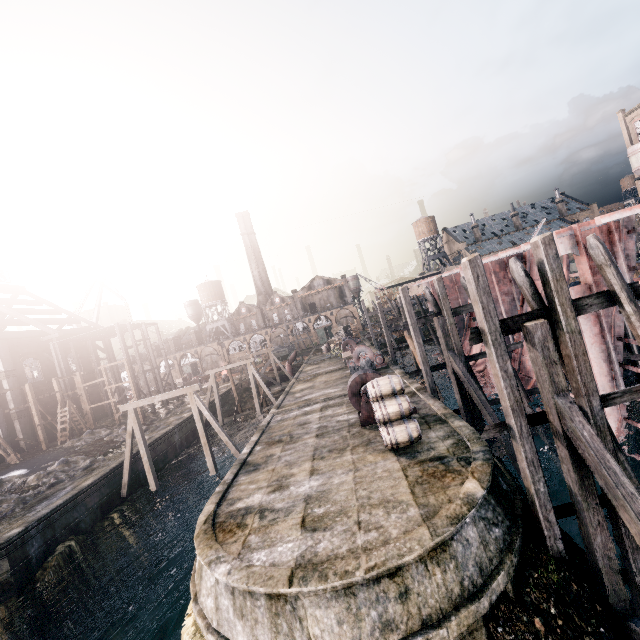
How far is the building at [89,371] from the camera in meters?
44.5 m

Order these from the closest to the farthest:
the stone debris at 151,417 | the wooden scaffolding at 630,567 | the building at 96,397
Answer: the wooden scaffolding at 630,567 < the stone debris at 151,417 < the building at 96,397

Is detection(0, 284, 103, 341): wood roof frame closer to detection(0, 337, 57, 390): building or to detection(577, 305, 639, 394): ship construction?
detection(0, 337, 57, 390): building

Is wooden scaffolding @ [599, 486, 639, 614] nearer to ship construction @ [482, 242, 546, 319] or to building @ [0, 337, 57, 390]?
ship construction @ [482, 242, 546, 319]

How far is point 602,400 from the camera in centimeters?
909cm

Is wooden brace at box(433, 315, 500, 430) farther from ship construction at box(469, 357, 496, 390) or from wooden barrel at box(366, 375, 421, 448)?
wooden barrel at box(366, 375, 421, 448)

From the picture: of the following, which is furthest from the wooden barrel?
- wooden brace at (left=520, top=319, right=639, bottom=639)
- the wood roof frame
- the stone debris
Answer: the wood roof frame
